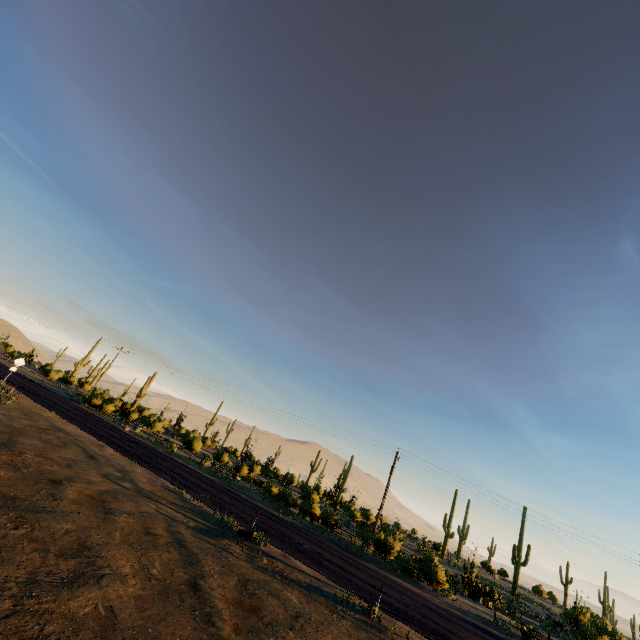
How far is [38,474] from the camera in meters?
12.1
